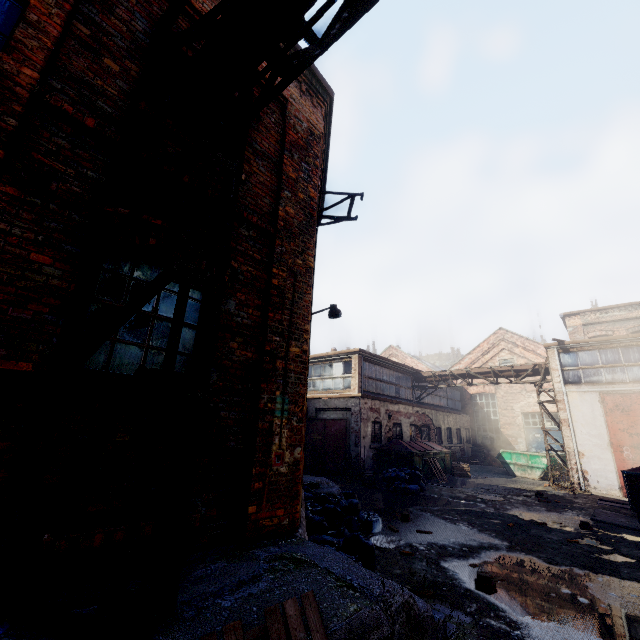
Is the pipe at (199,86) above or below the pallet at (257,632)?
above

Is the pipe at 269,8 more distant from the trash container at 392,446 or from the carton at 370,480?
the trash container at 392,446

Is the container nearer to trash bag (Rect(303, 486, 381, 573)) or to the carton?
the carton

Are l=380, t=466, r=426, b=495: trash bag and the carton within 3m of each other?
yes

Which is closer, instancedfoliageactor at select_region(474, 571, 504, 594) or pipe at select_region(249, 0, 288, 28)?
pipe at select_region(249, 0, 288, 28)

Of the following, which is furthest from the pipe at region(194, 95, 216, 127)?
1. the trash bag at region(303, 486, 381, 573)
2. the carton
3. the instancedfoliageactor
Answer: the carton

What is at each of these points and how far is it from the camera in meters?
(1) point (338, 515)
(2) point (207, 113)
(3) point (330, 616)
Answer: (1) trash bag, 6.4
(2) pipe, 4.0
(3) building, 2.4

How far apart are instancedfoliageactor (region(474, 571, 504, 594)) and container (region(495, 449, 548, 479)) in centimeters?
1651cm
